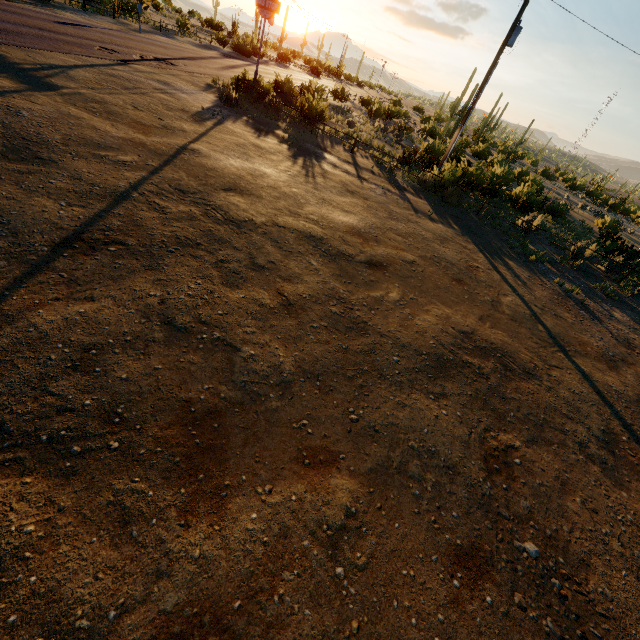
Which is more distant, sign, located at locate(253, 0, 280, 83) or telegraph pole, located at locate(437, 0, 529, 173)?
sign, located at locate(253, 0, 280, 83)

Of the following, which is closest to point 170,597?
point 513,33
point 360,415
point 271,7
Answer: point 360,415

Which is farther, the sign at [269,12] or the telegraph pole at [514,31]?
the sign at [269,12]

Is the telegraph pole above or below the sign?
above

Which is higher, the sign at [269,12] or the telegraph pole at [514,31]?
the telegraph pole at [514,31]
